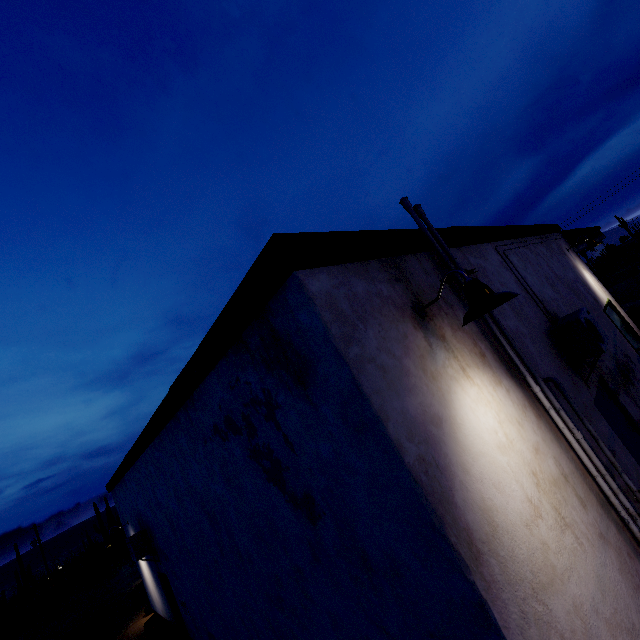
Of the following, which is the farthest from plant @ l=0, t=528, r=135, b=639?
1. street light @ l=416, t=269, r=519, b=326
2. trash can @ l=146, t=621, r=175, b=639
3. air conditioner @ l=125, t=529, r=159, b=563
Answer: street light @ l=416, t=269, r=519, b=326

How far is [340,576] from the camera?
2.64m

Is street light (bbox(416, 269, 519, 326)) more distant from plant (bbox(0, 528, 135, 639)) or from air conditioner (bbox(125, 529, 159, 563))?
plant (bbox(0, 528, 135, 639))

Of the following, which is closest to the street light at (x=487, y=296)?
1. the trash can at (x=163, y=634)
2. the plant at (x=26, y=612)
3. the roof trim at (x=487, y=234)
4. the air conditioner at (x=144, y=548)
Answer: the roof trim at (x=487, y=234)

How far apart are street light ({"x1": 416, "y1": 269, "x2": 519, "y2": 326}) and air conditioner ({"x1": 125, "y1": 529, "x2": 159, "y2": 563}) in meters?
9.1 m

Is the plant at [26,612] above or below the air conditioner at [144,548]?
below

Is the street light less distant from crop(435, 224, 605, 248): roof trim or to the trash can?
crop(435, 224, 605, 248): roof trim

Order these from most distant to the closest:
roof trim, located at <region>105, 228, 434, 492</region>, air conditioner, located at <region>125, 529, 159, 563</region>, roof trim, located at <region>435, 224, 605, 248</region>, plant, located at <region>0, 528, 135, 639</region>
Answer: plant, located at <region>0, 528, 135, 639</region> < air conditioner, located at <region>125, 529, 159, 563</region> < roof trim, located at <region>435, 224, 605, 248</region> < roof trim, located at <region>105, 228, 434, 492</region>
